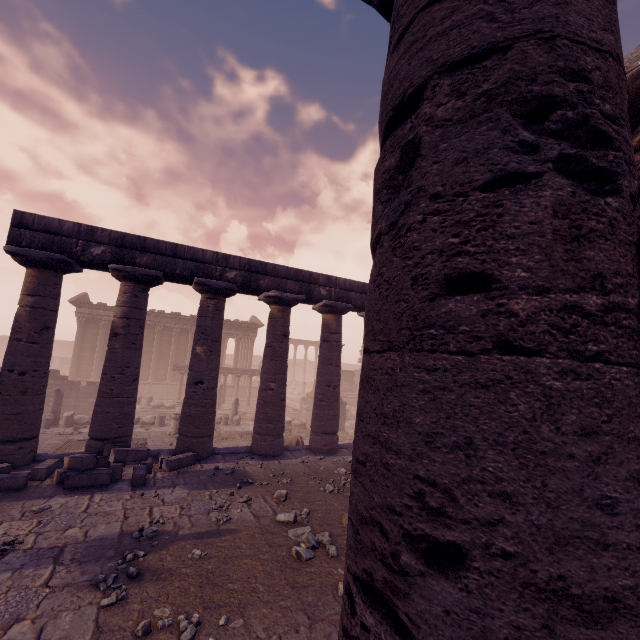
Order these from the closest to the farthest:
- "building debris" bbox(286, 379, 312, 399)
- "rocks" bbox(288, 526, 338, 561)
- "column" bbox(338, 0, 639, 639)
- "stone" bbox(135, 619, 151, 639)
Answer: "column" bbox(338, 0, 639, 639) < "stone" bbox(135, 619, 151, 639) < "rocks" bbox(288, 526, 338, 561) < "building debris" bbox(286, 379, 312, 399)

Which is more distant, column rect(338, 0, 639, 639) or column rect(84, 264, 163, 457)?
column rect(84, 264, 163, 457)

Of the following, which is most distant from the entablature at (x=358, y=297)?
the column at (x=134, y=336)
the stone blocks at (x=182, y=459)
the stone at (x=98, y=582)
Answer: the stone at (x=98, y=582)

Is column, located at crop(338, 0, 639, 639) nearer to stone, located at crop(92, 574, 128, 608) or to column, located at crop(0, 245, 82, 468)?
stone, located at crop(92, 574, 128, 608)

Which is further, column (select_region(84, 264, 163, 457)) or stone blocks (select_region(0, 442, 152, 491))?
column (select_region(84, 264, 163, 457))

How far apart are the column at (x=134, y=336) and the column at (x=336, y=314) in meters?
5.3

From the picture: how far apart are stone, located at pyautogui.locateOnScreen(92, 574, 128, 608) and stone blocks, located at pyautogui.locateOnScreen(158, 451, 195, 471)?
4.16m

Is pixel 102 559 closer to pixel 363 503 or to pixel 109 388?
Result: pixel 109 388
